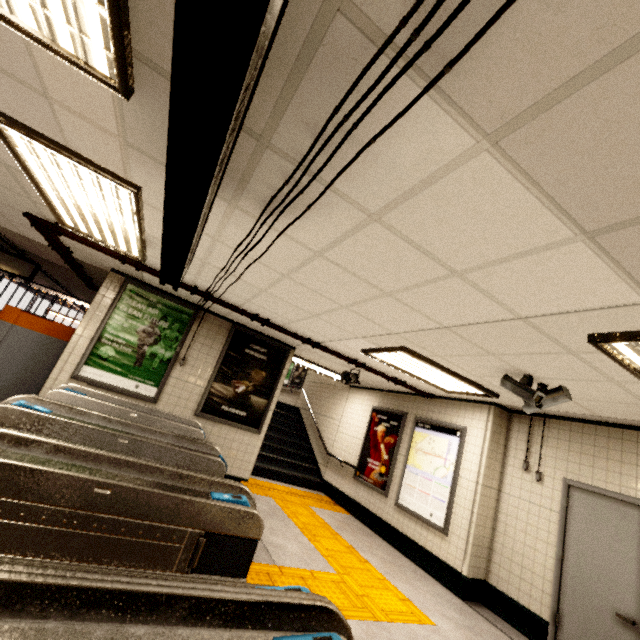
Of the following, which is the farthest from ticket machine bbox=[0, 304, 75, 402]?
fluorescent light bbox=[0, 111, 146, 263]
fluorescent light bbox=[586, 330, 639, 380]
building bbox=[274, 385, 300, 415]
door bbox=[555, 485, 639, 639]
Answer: door bbox=[555, 485, 639, 639]

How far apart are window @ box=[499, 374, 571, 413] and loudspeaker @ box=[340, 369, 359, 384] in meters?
3.2 m

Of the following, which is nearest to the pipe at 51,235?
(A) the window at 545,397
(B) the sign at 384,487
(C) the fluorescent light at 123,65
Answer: (B) the sign at 384,487

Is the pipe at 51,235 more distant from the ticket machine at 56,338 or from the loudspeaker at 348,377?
the ticket machine at 56,338

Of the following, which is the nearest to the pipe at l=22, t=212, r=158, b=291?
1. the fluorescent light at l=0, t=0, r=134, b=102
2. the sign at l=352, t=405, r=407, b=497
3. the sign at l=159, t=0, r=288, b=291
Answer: the sign at l=352, t=405, r=407, b=497

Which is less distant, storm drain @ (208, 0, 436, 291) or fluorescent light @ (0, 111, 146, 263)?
storm drain @ (208, 0, 436, 291)

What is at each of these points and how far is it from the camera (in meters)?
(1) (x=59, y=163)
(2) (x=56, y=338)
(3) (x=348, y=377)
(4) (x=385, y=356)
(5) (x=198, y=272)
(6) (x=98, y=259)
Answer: (1) fluorescent light, 2.51
(2) ticket machine, 5.20
(3) loudspeaker, 6.62
(4) fluorescent light, 4.84
(5) storm drain, 4.09
(6) storm drain, 5.14

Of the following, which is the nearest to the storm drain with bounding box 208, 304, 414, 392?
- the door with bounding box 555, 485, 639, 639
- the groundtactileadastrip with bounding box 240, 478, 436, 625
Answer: the door with bounding box 555, 485, 639, 639
